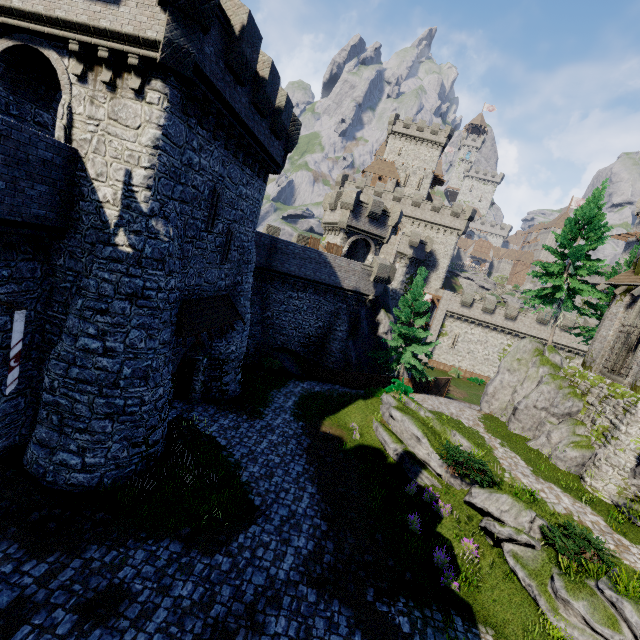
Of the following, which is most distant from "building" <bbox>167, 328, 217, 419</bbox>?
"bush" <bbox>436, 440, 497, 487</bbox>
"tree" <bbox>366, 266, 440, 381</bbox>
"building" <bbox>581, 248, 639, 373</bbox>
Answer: "building" <bbox>581, 248, 639, 373</bbox>

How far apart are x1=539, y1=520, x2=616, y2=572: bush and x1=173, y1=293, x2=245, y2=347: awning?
15.4m

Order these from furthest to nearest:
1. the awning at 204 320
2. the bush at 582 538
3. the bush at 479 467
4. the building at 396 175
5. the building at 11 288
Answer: the building at 396 175 < the bush at 479 467 < the awning at 204 320 < the bush at 582 538 < the building at 11 288

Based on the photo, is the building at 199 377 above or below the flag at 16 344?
below

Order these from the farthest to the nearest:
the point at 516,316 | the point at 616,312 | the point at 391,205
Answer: the point at 516,316 < the point at 391,205 < the point at 616,312

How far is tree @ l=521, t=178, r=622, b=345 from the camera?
23.8 meters

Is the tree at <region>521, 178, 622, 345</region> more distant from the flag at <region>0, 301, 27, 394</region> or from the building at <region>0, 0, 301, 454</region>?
the flag at <region>0, 301, 27, 394</region>

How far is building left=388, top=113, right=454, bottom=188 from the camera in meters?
57.8
